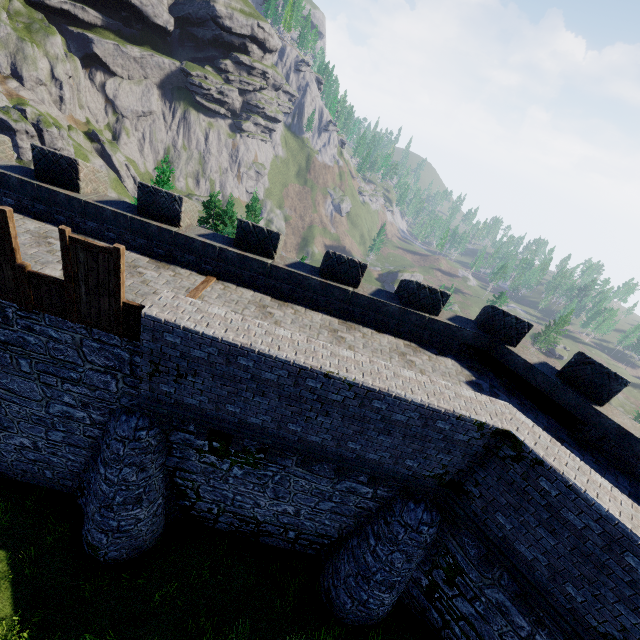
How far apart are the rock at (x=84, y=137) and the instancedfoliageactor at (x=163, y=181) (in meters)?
59.65

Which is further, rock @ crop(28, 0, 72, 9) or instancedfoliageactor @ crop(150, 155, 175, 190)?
rock @ crop(28, 0, 72, 9)

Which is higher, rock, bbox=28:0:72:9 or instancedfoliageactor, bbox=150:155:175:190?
rock, bbox=28:0:72:9

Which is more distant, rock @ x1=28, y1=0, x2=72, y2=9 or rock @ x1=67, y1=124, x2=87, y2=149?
rock @ x1=28, y1=0, x2=72, y2=9

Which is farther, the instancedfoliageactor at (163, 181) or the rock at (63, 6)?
the rock at (63, 6)

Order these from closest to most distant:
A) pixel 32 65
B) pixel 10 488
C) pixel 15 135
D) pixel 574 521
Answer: pixel 574 521, pixel 10 488, pixel 15 135, pixel 32 65

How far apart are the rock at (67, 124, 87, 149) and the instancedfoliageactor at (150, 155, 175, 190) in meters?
59.6

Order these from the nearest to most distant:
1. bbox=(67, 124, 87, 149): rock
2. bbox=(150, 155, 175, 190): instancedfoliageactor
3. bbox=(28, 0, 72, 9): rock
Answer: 1. bbox=(150, 155, 175, 190): instancedfoliageactor
2. bbox=(67, 124, 87, 149): rock
3. bbox=(28, 0, 72, 9): rock
